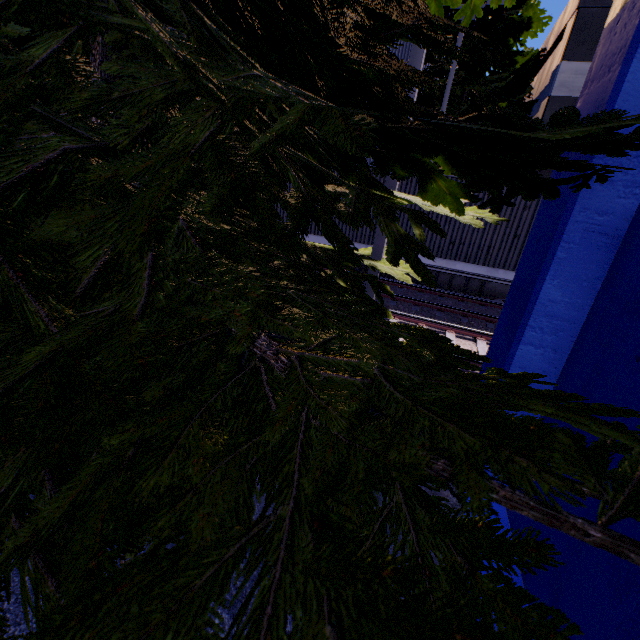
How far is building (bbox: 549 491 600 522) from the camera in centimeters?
233cm

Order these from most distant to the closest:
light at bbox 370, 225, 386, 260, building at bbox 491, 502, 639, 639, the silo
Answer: the silo → light at bbox 370, 225, 386, 260 → building at bbox 491, 502, 639, 639

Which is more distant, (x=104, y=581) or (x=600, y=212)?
(x=600, y=212)

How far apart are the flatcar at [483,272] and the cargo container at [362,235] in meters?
0.0 m

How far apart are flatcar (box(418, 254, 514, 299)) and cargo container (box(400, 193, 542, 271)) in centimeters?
1cm

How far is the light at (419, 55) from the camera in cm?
418
